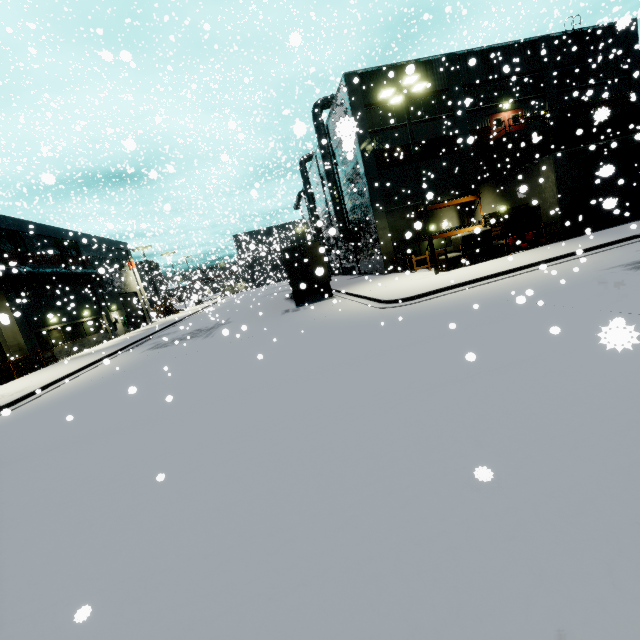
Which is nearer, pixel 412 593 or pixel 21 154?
pixel 412 593

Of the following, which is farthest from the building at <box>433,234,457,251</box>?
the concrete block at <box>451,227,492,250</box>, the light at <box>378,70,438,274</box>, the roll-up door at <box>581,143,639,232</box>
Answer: the light at <box>378,70,438,274</box>

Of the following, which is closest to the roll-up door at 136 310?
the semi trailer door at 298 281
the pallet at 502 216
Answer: the semi trailer door at 298 281

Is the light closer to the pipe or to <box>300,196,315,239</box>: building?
<box>300,196,315,239</box>: building

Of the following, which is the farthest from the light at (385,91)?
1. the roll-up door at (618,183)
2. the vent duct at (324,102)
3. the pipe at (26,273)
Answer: the pipe at (26,273)

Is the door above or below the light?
above

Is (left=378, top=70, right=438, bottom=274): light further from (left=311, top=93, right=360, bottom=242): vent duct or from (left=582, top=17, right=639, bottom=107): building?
(left=582, top=17, right=639, bottom=107): building

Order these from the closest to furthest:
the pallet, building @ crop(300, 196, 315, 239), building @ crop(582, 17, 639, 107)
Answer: the pallet < building @ crop(582, 17, 639, 107) < building @ crop(300, 196, 315, 239)
